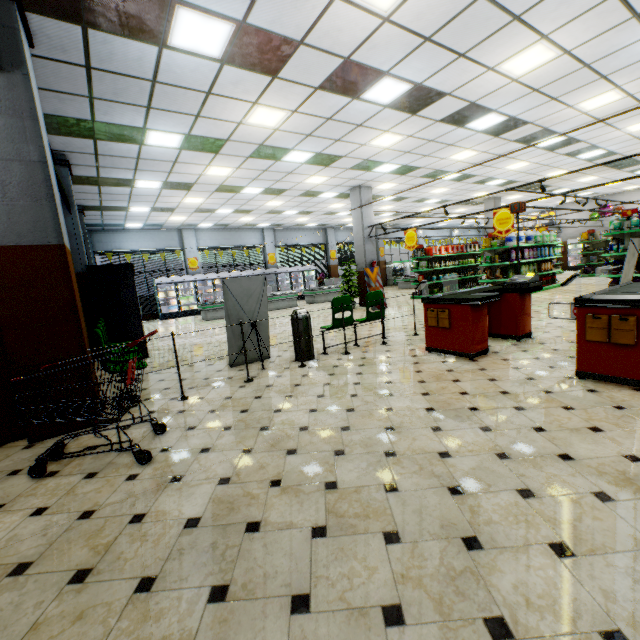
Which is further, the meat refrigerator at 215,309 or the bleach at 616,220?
the meat refrigerator at 215,309

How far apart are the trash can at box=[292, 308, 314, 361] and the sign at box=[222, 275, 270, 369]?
0.47m

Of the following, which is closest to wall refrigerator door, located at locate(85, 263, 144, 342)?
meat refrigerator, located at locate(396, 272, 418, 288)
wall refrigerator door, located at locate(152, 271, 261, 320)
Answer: wall refrigerator door, located at locate(152, 271, 261, 320)

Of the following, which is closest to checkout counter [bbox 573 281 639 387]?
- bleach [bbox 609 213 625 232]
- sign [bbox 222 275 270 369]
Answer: sign [bbox 222 275 270 369]

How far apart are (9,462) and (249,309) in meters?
3.7

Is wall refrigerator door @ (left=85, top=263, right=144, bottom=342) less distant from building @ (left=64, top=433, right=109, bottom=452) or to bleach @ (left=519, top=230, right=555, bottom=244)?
building @ (left=64, top=433, right=109, bottom=452)

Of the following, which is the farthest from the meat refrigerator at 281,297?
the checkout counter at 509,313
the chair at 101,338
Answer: the checkout counter at 509,313

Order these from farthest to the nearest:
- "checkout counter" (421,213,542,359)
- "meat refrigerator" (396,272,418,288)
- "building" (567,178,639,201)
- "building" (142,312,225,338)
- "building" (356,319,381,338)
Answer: "meat refrigerator" (396,272,418,288)
"building" (567,178,639,201)
"building" (142,312,225,338)
"building" (356,319,381,338)
"checkout counter" (421,213,542,359)
